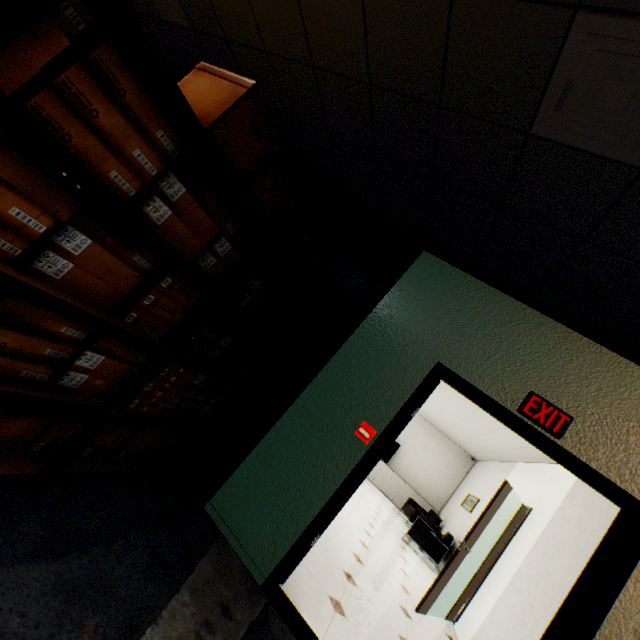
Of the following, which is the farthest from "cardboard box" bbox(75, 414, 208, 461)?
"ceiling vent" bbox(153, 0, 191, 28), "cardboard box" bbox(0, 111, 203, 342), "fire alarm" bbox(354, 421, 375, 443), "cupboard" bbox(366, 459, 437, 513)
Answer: "cupboard" bbox(366, 459, 437, 513)

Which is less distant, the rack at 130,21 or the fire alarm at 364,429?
the rack at 130,21

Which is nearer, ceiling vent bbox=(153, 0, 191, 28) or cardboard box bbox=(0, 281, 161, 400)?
cardboard box bbox=(0, 281, 161, 400)

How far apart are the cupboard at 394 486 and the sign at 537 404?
10.08m

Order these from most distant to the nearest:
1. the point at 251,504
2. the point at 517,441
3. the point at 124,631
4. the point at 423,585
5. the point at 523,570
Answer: the point at 517,441
the point at 423,585
the point at 523,570
the point at 251,504
the point at 124,631

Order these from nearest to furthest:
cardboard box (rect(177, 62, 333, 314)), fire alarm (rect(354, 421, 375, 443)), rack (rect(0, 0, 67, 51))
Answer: rack (rect(0, 0, 67, 51)) < cardboard box (rect(177, 62, 333, 314)) < fire alarm (rect(354, 421, 375, 443))

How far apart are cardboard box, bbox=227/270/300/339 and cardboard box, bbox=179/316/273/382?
0.2m

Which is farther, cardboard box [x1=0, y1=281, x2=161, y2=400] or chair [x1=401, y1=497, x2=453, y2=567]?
chair [x1=401, y1=497, x2=453, y2=567]
